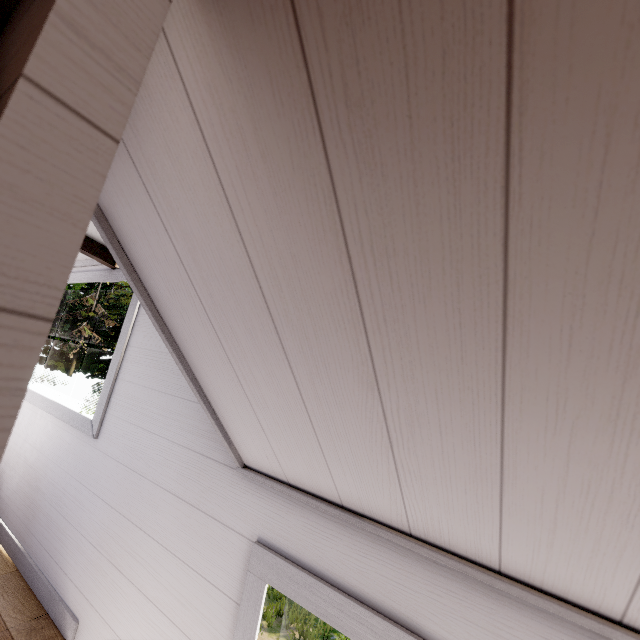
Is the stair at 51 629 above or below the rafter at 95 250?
below

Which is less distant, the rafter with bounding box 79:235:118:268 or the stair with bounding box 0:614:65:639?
the stair with bounding box 0:614:65:639

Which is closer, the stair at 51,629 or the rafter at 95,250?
the stair at 51,629

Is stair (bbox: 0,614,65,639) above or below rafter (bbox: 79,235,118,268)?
below

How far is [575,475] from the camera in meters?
0.6 m

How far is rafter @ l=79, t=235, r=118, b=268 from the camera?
2.3m
